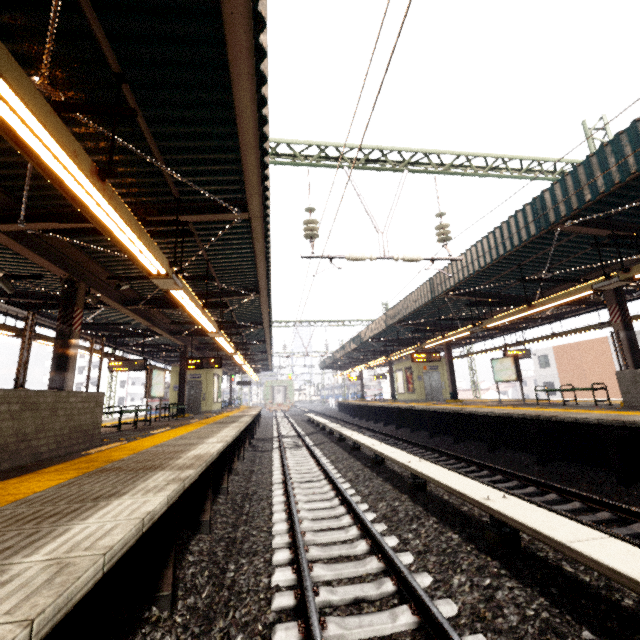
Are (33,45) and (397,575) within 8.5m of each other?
yes

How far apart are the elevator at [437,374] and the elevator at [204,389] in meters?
12.6 m

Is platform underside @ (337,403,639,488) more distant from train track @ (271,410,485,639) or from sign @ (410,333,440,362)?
train track @ (271,410,485,639)

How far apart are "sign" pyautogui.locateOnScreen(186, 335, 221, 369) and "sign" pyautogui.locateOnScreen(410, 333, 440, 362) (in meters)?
9.28

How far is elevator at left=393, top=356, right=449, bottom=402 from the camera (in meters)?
20.86

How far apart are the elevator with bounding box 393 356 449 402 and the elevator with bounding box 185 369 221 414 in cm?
1259

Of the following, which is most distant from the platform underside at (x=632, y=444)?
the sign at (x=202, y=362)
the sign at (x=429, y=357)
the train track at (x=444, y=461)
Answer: the sign at (x=202, y=362)

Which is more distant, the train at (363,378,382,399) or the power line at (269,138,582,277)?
the train at (363,378,382,399)
